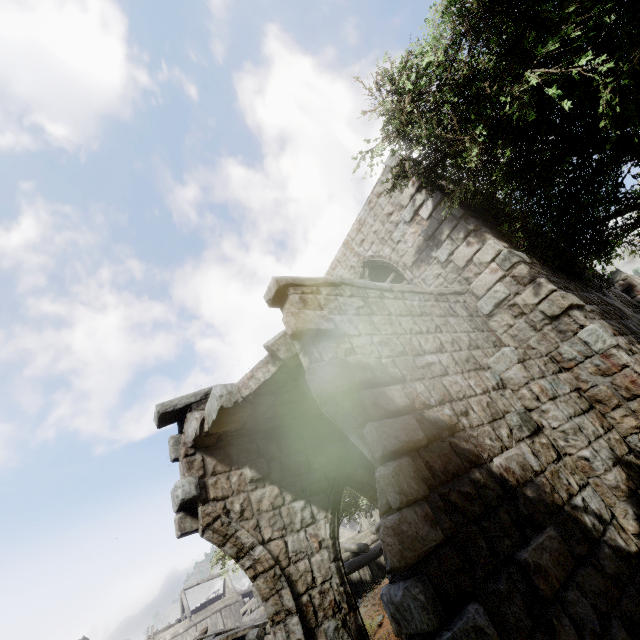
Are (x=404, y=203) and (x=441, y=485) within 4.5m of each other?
no

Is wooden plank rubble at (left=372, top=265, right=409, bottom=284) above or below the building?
above

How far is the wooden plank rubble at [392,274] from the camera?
11.79m

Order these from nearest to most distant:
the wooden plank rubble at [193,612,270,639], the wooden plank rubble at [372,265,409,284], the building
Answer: the building
the wooden plank rubble at [193,612,270,639]
the wooden plank rubble at [372,265,409,284]

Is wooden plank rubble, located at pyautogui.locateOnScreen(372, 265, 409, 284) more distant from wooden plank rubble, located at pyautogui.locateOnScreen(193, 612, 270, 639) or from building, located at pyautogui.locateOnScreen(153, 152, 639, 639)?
wooden plank rubble, located at pyautogui.locateOnScreen(193, 612, 270, 639)

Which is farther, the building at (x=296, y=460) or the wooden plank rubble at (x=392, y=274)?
the wooden plank rubble at (x=392, y=274)

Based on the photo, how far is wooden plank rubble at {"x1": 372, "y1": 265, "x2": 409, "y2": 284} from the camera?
11.8 meters
